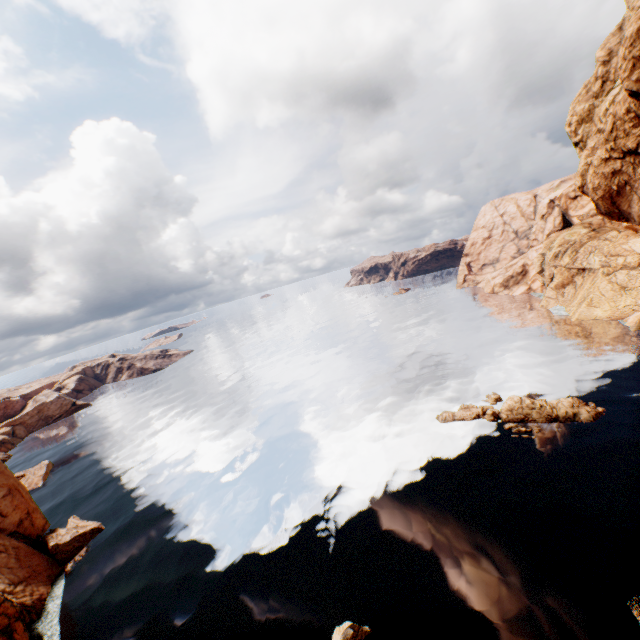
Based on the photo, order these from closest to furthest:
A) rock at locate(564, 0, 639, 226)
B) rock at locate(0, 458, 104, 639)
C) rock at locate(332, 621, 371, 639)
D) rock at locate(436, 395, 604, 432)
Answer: rock at locate(564, 0, 639, 226) < rock at locate(332, 621, 371, 639) < rock at locate(0, 458, 104, 639) < rock at locate(436, 395, 604, 432)

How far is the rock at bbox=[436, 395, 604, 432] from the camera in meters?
35.9

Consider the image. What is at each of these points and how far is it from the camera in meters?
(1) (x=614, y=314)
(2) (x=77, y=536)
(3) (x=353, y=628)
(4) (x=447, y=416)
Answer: (1) rock, 57.7
(2) rock, 39.1
(3) rock, 22.0
(4) rock, 42.9

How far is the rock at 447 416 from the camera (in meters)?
35.94

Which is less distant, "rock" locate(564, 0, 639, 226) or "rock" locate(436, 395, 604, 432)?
"rock" locate(564, 0, 639, 226)

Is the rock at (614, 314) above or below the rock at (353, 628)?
above
